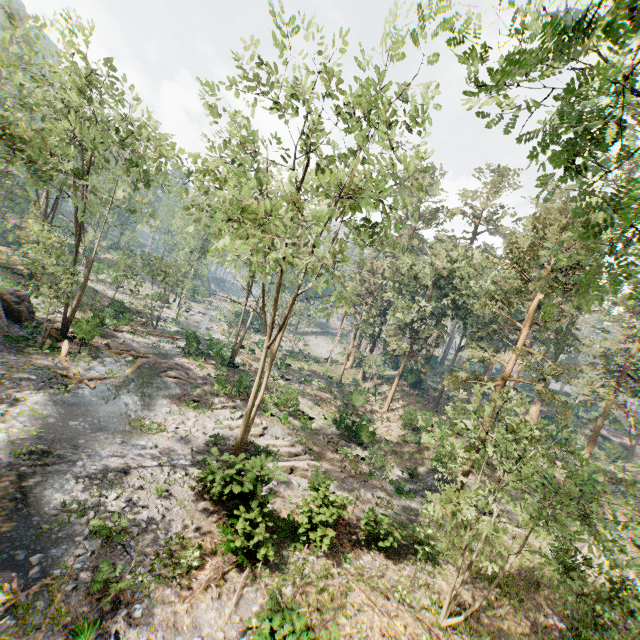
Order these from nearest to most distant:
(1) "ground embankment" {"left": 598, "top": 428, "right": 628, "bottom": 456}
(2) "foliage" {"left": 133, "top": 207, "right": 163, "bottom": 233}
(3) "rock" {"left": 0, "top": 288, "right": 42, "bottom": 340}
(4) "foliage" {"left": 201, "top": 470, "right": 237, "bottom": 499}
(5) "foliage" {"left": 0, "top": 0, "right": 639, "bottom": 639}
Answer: (5) "foliage" {"left": 0, "top": 0, "right": 639, "bottom": 639} → (4) "foliage" {"left": 201, "top": 470, "right": 237, "bottom": 499} → (3) "rock" {"left": 0, "top": 288, "right": 42, "bottom": 340} → (2) "foliage" {"left": 133, "top": 207, "right": 163, "bottom": 233} → (1) "ground embankment" {"left": 598, "top": 428, "right": 628, "bottom": 456}

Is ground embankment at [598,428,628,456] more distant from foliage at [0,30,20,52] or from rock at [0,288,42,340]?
rock at [0,288,42,340]

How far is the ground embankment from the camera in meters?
38.8 m

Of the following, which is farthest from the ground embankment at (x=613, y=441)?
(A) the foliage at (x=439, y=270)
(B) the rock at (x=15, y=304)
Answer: (B) the rock at (x=15, y=304)

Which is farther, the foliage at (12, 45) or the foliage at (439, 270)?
the foliage at (12, 45)

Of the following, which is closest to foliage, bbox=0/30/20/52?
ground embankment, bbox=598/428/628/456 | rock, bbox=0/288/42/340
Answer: rock, bbox=0/288/42/340

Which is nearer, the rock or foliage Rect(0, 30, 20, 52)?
foliage Rect(0, 30, 20, 52)

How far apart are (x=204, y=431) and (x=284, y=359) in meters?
19.9
